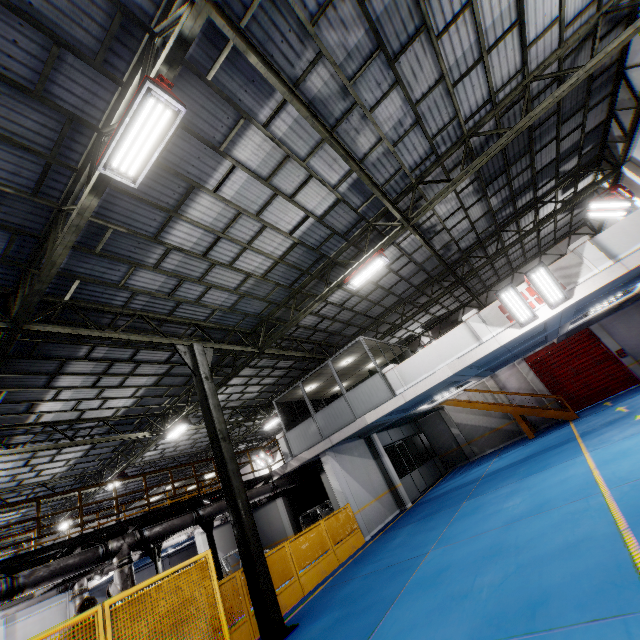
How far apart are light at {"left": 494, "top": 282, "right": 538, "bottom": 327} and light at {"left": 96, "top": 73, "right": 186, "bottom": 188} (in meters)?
9.62

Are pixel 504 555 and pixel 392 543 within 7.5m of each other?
yes

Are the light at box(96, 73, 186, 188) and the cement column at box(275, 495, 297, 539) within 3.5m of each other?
no

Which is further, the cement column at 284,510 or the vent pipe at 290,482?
the cement column at 284,510

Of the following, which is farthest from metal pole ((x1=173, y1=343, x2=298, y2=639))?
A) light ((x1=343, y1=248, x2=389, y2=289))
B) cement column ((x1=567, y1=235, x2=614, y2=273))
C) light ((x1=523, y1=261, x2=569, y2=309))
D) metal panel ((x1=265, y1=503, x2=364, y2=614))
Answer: cement column ((x1=567, y1=235, x2=614, y2=273))

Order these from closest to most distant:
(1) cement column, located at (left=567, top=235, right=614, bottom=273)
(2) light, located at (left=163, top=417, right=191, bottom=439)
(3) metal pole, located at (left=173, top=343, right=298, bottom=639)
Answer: (3) metal pole, located at (left=173, top=343, right=298, bottom=639), (1) cement column, located at (left=567, top=235, right=614, bottom=273), (2) light, located at (left=163, top=417, right=191, bottom=439)

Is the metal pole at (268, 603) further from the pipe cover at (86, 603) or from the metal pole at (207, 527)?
the pipe cover at (86, 603)

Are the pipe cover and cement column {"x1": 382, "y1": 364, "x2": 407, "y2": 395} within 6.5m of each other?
no
